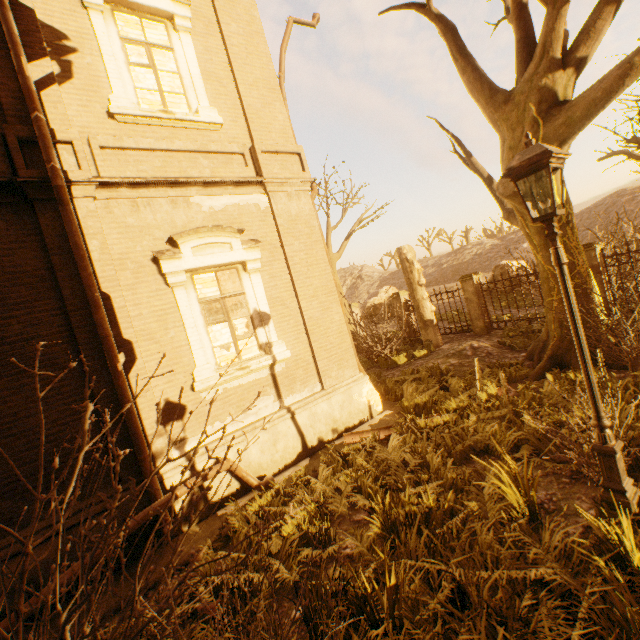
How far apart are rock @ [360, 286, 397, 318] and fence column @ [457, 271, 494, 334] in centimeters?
1915cm

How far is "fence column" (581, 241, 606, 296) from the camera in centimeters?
991cm

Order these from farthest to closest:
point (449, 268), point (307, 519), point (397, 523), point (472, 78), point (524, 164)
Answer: point (449, 268) < point (472, 78) < point (307, 519) < point (397, 523) < point (524, 164)

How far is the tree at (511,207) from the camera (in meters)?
7.26

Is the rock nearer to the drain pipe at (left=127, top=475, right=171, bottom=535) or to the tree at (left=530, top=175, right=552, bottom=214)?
the tree at (left=530, top=175, right=552, bottom=214)

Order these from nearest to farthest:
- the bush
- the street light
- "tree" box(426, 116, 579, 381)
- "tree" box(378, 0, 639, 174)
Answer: the bush < the street light < "tree" box(378, 0, 639, 174) < "tree" box(426, 116, 579, 381)

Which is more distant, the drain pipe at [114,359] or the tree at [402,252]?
the tree at [402,252]

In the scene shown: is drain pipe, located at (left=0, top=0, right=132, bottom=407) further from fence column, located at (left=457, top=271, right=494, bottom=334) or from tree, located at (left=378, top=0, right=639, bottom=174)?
fence column, located at (left=457, top=271, right=494, bottom=334)
